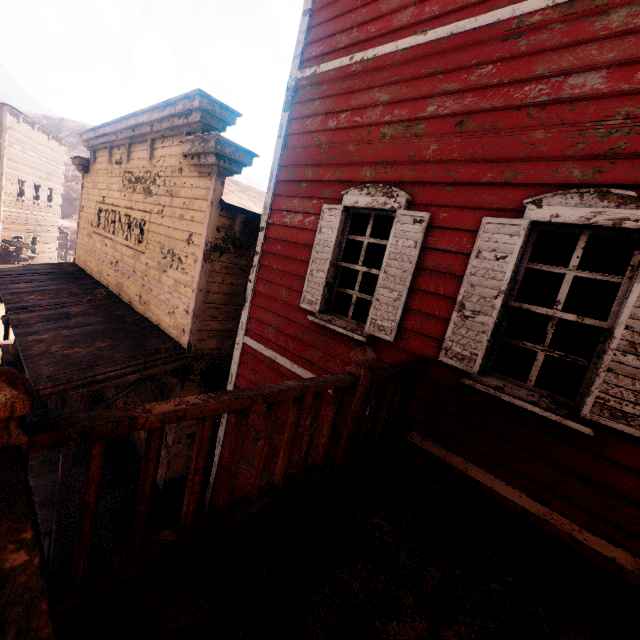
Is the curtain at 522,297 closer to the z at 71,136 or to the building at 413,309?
the building at 413,309

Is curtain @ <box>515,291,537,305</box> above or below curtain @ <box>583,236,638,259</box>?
below

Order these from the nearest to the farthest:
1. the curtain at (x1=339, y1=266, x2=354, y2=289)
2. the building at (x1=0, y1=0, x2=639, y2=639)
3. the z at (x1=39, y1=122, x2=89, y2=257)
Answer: the building at (x1=0, y1=0, x2=639, y2=639), the curtain at (x1=339, y1=266, x2=354, y2=289), the z at (x1=39, y1=122, x2=89, y2=257)

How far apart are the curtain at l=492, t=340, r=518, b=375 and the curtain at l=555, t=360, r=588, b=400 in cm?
37

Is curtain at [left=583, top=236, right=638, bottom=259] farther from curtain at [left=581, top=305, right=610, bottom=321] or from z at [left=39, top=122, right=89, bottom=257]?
z at [left=39, top=122, right=89, bottom=257]

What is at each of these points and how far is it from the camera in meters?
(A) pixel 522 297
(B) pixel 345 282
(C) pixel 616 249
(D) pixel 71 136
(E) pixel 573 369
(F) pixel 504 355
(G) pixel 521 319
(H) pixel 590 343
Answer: (A) curtain, 2.9 m
(B) curtain, 4.2 m
(C) curtain, 2.5 m
(D) z, 58.5 m
(E) curtain, 2.6 m
(F) curtain, 2.9 m
(G) curtain, 2.9 m
(H) curtain, 2.5 m

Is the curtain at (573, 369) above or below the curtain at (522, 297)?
below
